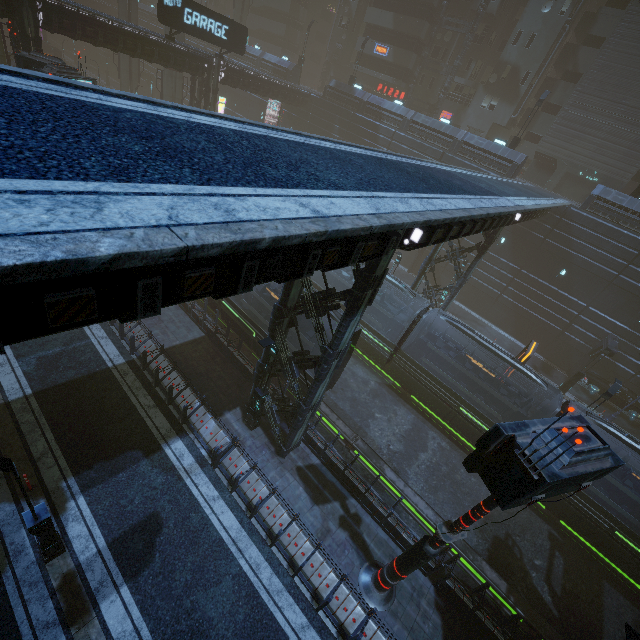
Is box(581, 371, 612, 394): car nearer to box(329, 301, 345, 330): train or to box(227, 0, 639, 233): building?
Result: box(227, 0, 639, 233): building

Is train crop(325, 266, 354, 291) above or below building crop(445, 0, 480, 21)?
below

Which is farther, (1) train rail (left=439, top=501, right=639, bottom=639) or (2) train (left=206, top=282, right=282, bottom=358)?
(2) train (left=206, top=282, right=282, bottom=358)

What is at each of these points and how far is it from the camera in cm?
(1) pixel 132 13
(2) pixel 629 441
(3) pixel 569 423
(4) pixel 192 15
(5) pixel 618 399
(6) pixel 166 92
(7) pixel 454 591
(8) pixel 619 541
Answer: (1) sm, 3878
(2) train, 1466
(3) sign, 692
(4) sign, 2447
(5) car, 2572
(6) sm, 3684
(7) building, 1166
(8) train, 1503

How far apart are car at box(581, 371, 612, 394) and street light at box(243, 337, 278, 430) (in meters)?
27.66

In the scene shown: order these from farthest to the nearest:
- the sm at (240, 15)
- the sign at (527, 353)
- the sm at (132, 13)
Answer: the sm at (240, 15)
the sm at (132, 13)
the sign at (527, 353)

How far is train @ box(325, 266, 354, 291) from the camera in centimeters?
2170cm

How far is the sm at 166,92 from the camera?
35.9m
